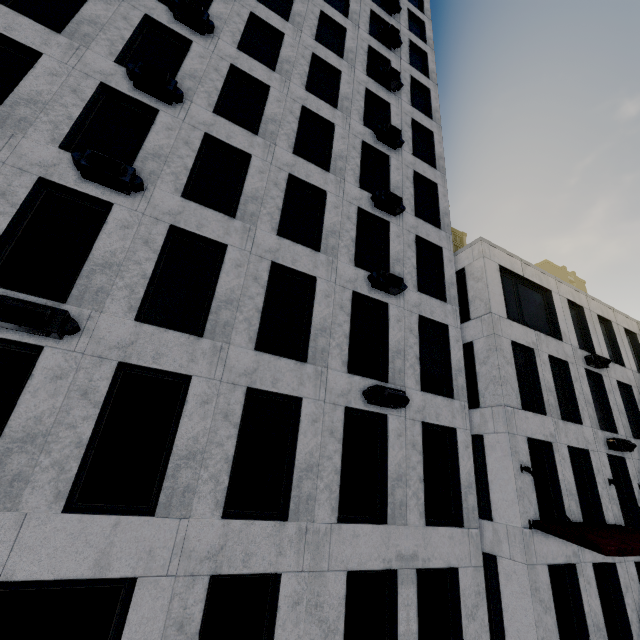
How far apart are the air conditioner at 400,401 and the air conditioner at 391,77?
15.6 meters

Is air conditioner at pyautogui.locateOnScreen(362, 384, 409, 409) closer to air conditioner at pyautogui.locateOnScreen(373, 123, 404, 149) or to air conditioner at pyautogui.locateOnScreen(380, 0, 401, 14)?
air conditioner at pyautogui.locateOnScreen(373, 123, 404, 149)

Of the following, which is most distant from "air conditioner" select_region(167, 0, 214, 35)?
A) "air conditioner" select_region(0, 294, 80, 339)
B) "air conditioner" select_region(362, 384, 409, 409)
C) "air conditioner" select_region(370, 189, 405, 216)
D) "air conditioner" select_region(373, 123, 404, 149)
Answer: "air conditioner" select_region(362, 384, 409, 409)

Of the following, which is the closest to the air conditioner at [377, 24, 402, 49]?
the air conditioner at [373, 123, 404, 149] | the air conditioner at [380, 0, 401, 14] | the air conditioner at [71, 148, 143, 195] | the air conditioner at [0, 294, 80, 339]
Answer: the air conditioner at [380, 0, 401, 14]

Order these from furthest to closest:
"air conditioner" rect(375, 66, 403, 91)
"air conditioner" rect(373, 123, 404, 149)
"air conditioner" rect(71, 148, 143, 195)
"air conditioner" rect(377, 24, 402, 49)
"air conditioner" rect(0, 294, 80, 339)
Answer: "air conditioner" rect(377, 24, 402, 49), "air conditioner" rect(375, 66, 403, 91), "air conditioner" rect(373, 123, 404, 149), "air conditioner" rect(71, 148, 143, 195), "air conditioner" rect(0, 294, 80, 339)

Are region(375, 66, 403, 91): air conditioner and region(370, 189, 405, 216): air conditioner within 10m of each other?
yes

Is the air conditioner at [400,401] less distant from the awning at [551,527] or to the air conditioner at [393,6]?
the awning at [551,527]

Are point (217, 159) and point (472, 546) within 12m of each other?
no
